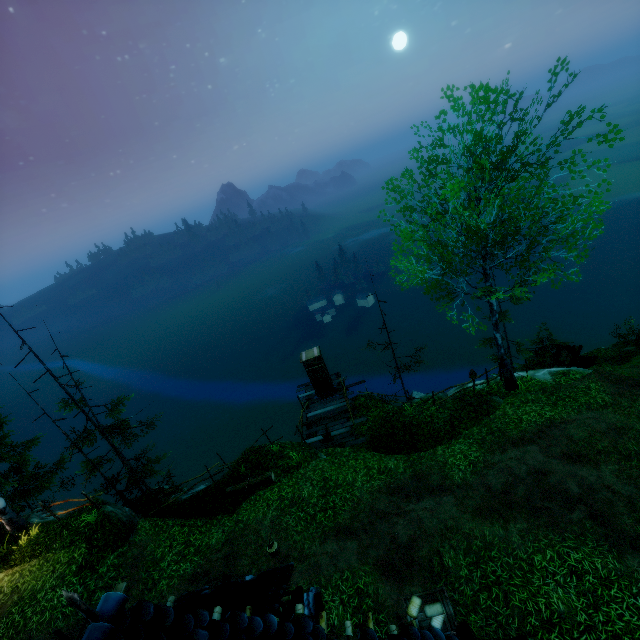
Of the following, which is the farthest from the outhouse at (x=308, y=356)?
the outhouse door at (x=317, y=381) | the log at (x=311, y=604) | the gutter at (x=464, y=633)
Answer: the gutter at (x=464, y=633)

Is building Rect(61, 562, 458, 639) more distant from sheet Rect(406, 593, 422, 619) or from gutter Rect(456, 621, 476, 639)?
sheet Rect(406, 593, 422, 619)

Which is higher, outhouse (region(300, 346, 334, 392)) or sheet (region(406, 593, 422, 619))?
outhouse (region(300, 346, 334, 392))

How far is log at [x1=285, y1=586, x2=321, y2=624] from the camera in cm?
829

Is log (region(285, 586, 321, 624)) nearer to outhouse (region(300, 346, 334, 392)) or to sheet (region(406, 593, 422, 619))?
sheet (region(406, 593, 422, 619))

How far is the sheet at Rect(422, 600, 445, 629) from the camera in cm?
770

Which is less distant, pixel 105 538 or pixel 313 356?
pixel 105 538

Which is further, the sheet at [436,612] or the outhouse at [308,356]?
the outhouse at [308,356]
